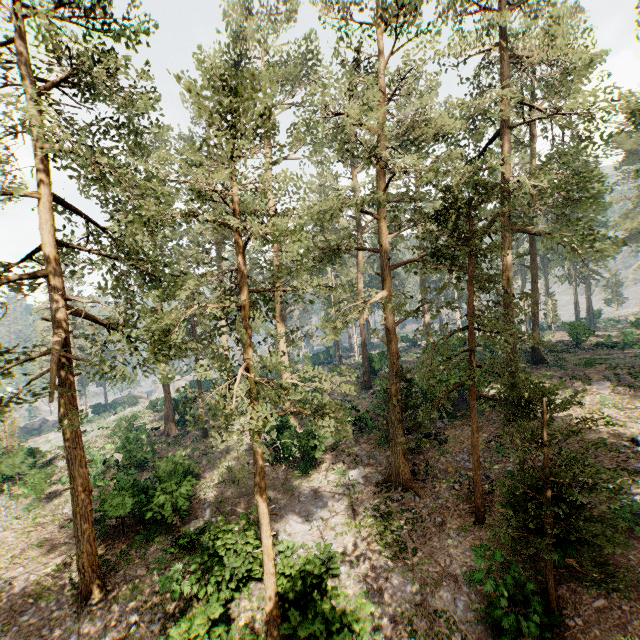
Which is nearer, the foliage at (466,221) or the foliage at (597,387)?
the foliage at (466,221)

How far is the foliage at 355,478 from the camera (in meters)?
17.88

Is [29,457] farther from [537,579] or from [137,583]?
[537,579]

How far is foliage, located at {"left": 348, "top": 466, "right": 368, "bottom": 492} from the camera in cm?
1788

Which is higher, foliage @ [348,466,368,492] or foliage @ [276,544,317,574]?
foliage @ [348,466,368,492]
